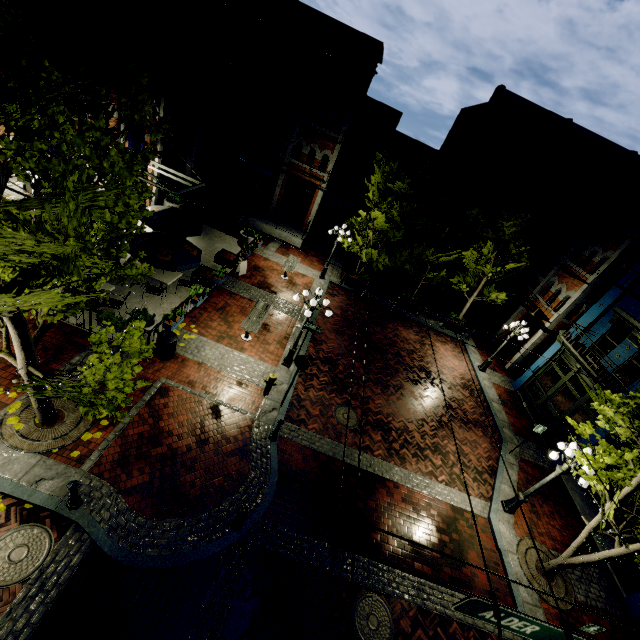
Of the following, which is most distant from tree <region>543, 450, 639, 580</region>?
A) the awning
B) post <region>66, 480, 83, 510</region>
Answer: the awning

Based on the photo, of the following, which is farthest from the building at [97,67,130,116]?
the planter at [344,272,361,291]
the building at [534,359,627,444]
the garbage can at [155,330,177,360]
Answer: the building at [534,359,627,444]

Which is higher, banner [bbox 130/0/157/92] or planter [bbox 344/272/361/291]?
banner [bbox 130/0/157/92]

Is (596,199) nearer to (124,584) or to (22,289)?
(22,289)

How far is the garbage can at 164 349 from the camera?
10.3m

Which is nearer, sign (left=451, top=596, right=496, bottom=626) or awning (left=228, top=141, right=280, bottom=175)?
sign (left=451, top=596, right=496, bottom=626)

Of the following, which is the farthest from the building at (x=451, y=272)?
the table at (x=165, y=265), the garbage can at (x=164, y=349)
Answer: the garbage can at (x=164, y=349)

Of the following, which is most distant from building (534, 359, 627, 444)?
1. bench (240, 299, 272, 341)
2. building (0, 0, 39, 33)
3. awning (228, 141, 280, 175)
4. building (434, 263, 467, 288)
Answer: awning (228, 141, 280, 175)
